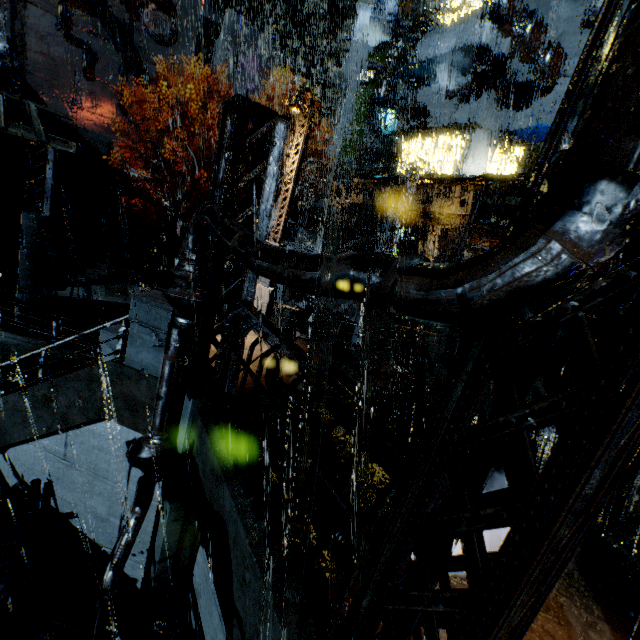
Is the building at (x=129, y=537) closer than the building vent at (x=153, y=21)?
Yes

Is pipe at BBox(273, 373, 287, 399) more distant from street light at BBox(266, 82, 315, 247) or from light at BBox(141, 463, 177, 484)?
light at BBox(141, 463, 177, 484)

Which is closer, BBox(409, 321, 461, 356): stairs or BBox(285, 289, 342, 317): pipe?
BBox(409, 321, 461, 356): stairs

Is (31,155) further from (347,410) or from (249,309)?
(347,410)

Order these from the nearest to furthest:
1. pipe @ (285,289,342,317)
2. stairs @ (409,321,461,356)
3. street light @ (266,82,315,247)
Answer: street light @ (266,82,315,247), stairs @ (409,321,461,356), pipe @ (285,289,342,317)

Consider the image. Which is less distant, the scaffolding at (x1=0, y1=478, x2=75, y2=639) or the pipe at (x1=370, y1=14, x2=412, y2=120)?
the scaffolding at (x1=0, y1=478, x2=75, y2=639)

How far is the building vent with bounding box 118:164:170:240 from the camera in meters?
29.6 m

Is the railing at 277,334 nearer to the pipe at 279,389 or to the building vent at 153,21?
the pipe at 279,389
